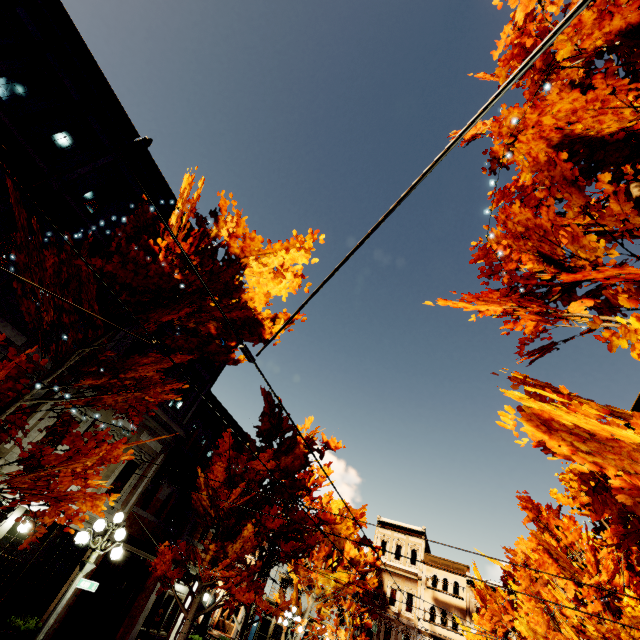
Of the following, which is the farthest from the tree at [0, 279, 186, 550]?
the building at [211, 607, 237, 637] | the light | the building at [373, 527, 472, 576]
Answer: the building at [211, 607, 237, 637]

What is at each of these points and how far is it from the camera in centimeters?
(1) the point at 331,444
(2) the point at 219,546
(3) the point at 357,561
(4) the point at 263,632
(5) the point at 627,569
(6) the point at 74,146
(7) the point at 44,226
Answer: (1) tree, 1406cm
(2) tree, 1120cm
(3) tree, 1911cm
(4) building, 3244cm
(5) tree, 798cm
(6) building, 1108cm
(7) building, 1019cm

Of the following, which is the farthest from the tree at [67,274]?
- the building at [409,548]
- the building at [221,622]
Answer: the building at [221,622]

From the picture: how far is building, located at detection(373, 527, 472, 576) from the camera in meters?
31.9 m

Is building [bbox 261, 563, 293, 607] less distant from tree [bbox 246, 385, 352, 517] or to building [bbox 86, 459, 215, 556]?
tree [bbox 246, 385, 352, 517]

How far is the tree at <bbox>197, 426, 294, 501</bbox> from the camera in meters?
12.0 m

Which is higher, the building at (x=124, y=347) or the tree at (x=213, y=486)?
the building at (x=124, y=347)
